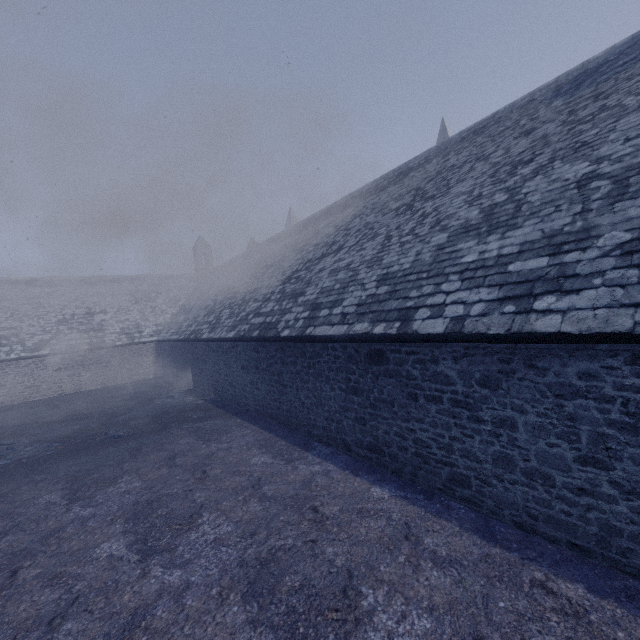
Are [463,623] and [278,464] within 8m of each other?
yes
